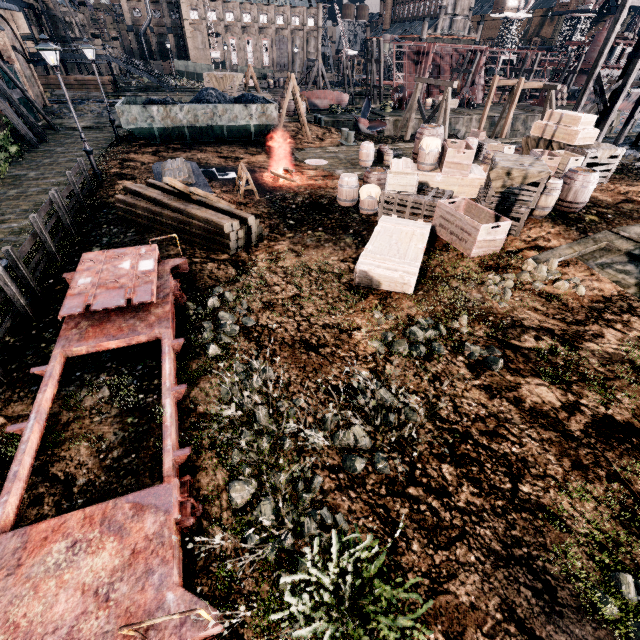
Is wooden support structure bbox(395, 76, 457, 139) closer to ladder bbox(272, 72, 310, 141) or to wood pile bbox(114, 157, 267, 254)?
ladder bbox(272, 72, 310, 141)

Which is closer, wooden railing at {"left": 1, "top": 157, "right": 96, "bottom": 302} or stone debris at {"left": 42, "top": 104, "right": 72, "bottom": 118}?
wooden railing at {"left": 1, "top": 157, "right": 96, "bottom": 302}

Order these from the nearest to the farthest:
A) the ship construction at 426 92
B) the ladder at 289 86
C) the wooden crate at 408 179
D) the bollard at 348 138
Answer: the wooden crate at 408 179 < the ladder at 289 86 < the bollard at 348 138 < the ship construction at 426 92

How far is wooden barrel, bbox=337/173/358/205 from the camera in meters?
14.2 m

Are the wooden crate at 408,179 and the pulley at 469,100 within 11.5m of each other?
no

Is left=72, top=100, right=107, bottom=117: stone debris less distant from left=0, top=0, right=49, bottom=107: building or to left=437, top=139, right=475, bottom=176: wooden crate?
left=0, top=0, right=49, bottom=107: building

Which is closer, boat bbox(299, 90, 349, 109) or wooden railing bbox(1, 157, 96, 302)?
wooden railing bbox(1, 157, 96, 302)

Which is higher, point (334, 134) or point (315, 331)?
point (315, 331)
